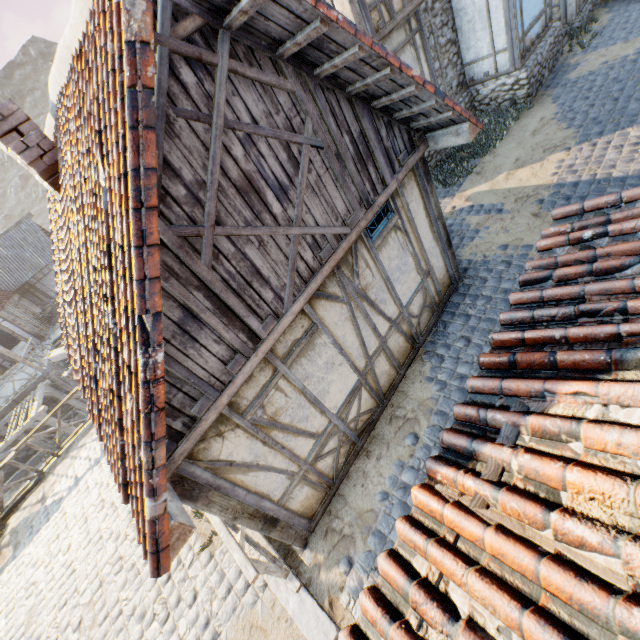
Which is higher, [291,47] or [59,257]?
[291,47]

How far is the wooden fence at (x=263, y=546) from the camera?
4.0m

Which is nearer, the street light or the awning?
the street light

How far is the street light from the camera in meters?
7.7 m

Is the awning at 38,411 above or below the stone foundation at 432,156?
below

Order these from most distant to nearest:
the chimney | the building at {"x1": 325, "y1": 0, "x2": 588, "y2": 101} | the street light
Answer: the street light → the building at {"x1": 325, "y1": 0, "x2": 588, "y2": 101} → the chimney

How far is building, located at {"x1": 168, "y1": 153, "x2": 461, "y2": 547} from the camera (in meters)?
3.75

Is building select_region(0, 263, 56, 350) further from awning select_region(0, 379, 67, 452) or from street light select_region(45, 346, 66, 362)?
street light select_region(45, 346, 66, 362)
